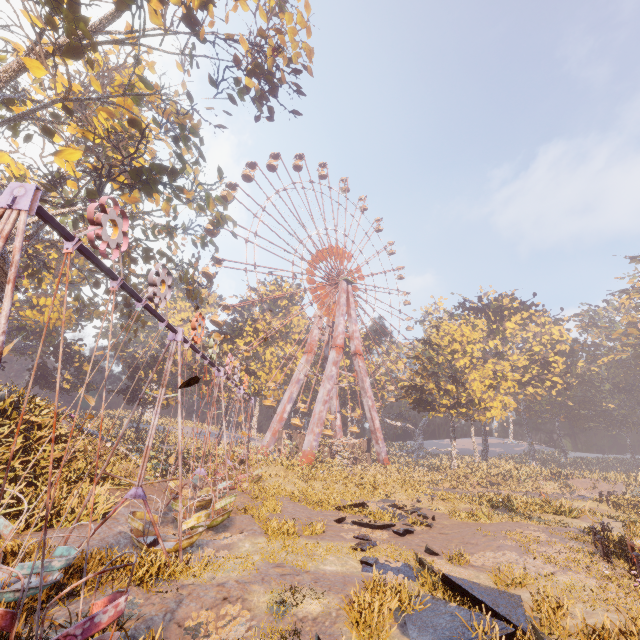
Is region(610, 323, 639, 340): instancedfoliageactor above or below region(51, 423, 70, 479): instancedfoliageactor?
above

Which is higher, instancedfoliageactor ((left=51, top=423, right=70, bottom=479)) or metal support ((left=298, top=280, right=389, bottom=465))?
metal support ((left=298, top=280, right=389, bottom=465))

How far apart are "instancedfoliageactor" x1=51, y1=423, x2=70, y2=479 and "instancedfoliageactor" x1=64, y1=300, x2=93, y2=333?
35.5m

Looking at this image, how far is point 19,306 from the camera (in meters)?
42.22

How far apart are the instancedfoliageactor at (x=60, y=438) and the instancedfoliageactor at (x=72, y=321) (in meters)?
35.46

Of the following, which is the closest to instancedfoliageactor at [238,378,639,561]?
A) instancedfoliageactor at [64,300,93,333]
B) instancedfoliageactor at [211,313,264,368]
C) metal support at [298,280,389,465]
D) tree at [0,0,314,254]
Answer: metal support at [298,280,389,465]

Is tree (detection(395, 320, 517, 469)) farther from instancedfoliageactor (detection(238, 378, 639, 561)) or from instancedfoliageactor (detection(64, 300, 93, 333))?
instancedfoliageactor (detection(64, 300, 93, 333))

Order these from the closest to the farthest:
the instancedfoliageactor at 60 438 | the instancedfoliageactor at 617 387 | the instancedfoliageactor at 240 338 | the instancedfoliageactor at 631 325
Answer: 1. the instancedfoliageactor at 60 438
2. the instancedfoliageactor at 617 387
3. the instancedfoliageactor at 240 338
4. the instancedfoliageactor at 631 325
